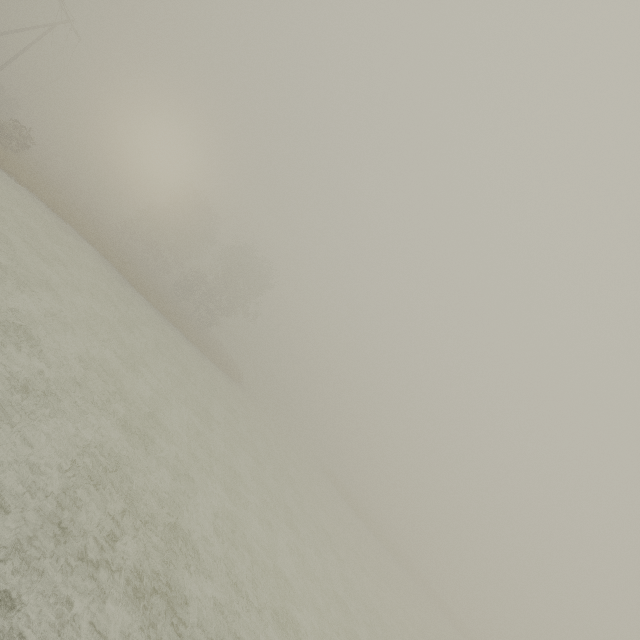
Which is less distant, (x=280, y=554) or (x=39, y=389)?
(x=39, y=389)
